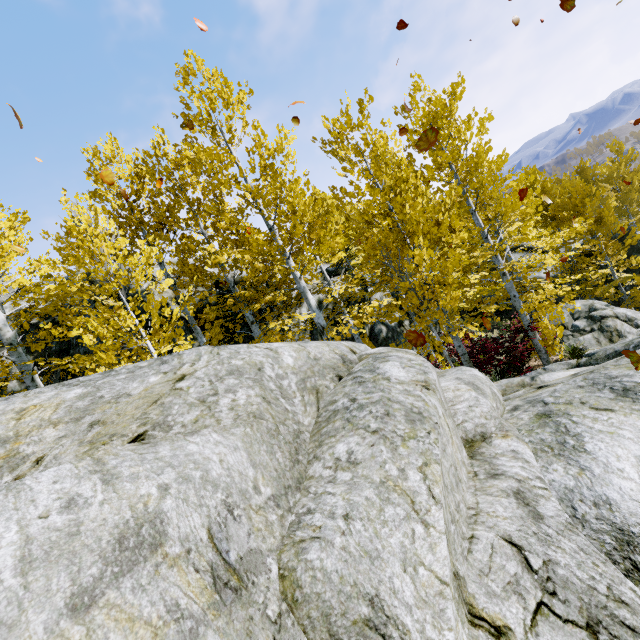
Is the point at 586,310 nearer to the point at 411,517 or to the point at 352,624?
the point at 411,517

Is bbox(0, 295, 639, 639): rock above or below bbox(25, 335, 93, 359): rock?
below

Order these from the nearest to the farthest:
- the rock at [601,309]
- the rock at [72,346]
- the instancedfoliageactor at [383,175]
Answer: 1. the rock at [601,309]
2. the instancedfoliageactor at [383,175]
3. the rock at [72,346]

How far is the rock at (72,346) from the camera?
10.3m

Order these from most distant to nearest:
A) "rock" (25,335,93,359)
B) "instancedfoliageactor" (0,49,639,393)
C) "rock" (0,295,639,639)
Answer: "rock" (25,335,93,359)
"instancedfoliageactor" (0,49,639,393)
"rock" (0,295,639,639)

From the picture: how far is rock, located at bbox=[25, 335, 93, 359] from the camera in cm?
1027

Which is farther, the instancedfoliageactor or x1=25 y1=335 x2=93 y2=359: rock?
x1=25 y1=335 x2=93 y2=359: rock
